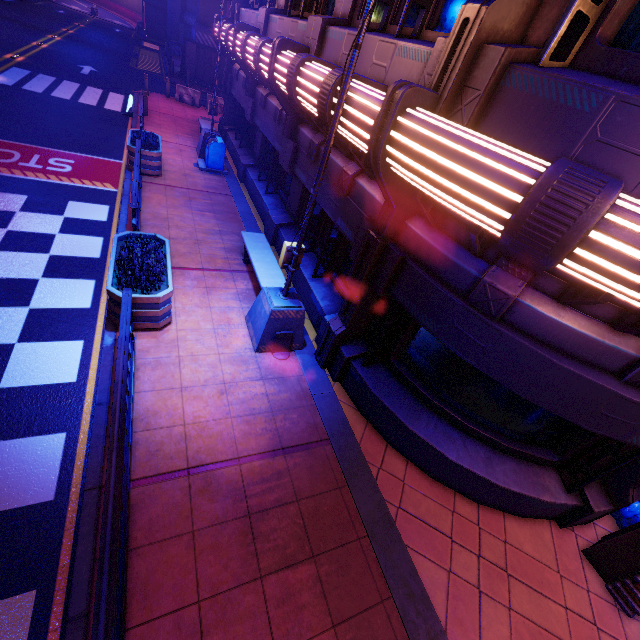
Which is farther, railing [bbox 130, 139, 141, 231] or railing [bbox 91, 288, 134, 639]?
railing [bbox 130, 139, 141, 231]

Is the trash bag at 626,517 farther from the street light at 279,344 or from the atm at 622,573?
the street light at 279,344

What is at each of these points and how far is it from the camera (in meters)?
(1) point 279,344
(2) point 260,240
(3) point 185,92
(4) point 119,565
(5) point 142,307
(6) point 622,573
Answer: (1) street light, 6.54
(2) bench, 8.52
(3) fence, 20.56
(4) railing, 3.30
(5) plant holder, 5.71
(6) atm, 4.88

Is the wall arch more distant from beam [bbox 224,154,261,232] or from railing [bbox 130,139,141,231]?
railing [bbox 130,139,141,231]

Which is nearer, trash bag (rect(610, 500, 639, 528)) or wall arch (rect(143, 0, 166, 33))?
trash bag (rect(610, 500, 639, 528))

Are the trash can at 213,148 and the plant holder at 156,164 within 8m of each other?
yes

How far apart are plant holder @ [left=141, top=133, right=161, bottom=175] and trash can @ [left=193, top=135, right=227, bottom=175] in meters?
1.2 m

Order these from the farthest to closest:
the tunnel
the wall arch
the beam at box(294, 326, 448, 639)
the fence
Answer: the tunnel, the wall arch, the fence, the beam at box(294, 326, 448, 639)
